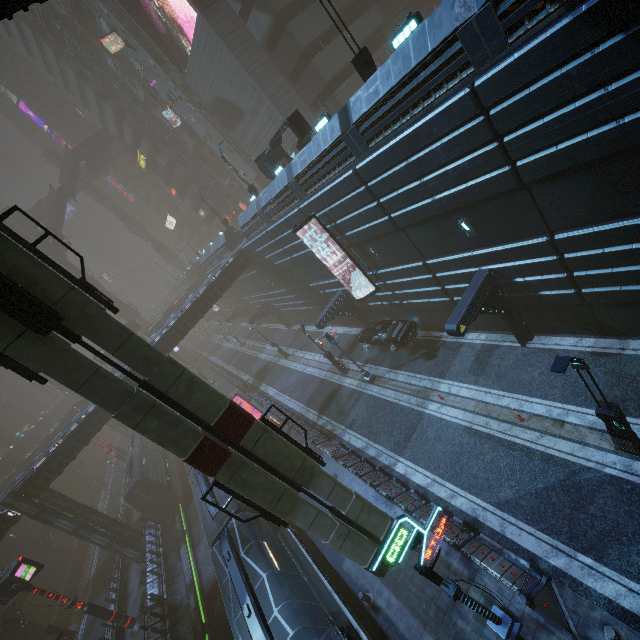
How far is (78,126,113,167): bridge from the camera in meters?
52.8 m

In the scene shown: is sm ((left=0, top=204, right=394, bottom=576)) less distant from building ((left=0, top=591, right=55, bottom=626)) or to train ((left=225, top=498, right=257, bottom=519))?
building ((left=0, top=591, right=55, bottom=626))

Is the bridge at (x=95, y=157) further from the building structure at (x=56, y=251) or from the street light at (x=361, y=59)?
the street light at (x=361, y=59)

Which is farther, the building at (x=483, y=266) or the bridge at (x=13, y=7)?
the building at (x=483, y=266)

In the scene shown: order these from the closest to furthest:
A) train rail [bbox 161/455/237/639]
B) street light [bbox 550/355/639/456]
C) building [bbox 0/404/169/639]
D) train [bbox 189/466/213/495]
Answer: street light [bbox 550/355/639/456]
train [bbox 189/466/213/495]
train rail [bbox 161/455/237/639]
building [bbox 0/404/169/639]

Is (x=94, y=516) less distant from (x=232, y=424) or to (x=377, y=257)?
(x=232, y=424)

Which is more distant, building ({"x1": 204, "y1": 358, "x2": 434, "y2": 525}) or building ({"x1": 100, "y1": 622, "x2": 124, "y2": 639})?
building ({"x1": 100, "y1": 622, "x2": 124, "y2": 639})

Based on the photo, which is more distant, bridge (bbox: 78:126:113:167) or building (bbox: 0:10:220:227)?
bridge (bbox: 78:126:113:167)
